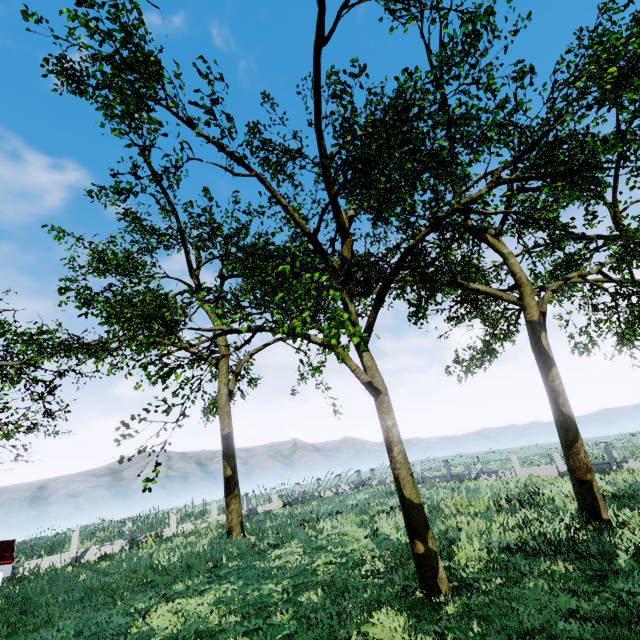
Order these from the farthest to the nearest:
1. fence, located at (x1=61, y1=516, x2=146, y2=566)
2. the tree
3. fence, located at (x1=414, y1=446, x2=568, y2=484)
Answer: fence, located at (x1=414, y1=446, x2=568, y2=484)
fence, located at (x1=61, y1=516, x2=146, y2=566)
the tree

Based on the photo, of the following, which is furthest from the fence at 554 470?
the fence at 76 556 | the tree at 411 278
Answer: the fence at 76 556

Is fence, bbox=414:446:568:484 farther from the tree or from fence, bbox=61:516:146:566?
fence, bbox=61:516:146:566

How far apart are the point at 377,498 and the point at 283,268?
20.2 meters

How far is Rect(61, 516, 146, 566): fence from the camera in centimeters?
2145cm

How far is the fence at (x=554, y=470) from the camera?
25.0m

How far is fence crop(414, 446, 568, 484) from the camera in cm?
2504
